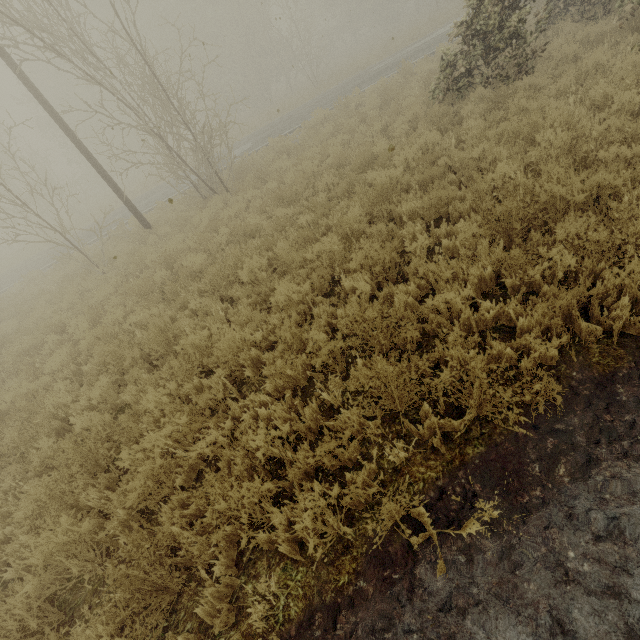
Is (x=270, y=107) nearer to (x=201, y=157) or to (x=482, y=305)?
(x=201, y=157)
